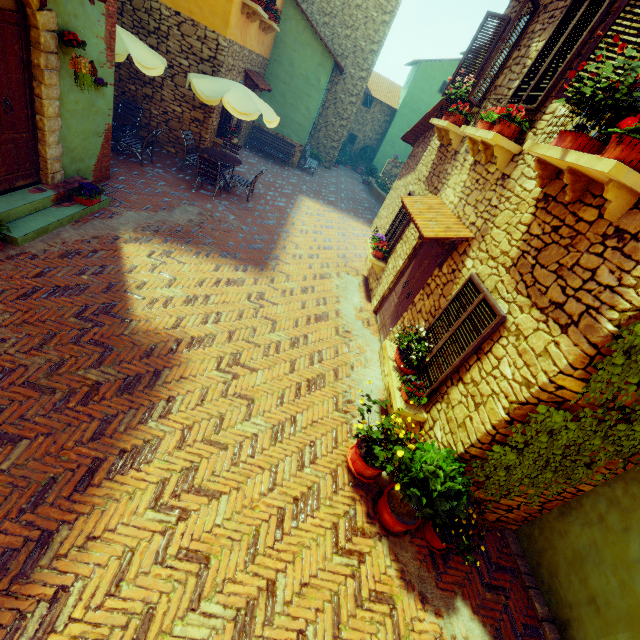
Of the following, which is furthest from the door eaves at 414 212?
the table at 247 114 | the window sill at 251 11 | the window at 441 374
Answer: the window sill at 251 11

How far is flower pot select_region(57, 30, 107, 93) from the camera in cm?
491

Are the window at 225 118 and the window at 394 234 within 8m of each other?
yes

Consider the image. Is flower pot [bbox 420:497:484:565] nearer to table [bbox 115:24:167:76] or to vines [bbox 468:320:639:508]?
vines [bbox 468:320:639:508]

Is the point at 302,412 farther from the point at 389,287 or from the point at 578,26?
the point at 578,26

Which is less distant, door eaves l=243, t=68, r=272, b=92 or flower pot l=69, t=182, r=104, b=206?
flower pot l=69, t=182, r=104, b=206

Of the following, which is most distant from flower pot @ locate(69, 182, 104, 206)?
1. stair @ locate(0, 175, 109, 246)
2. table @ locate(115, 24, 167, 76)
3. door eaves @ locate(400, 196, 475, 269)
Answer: door eaves @ locate(400, 196, 475, 269)

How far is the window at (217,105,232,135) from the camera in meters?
10.9 m
